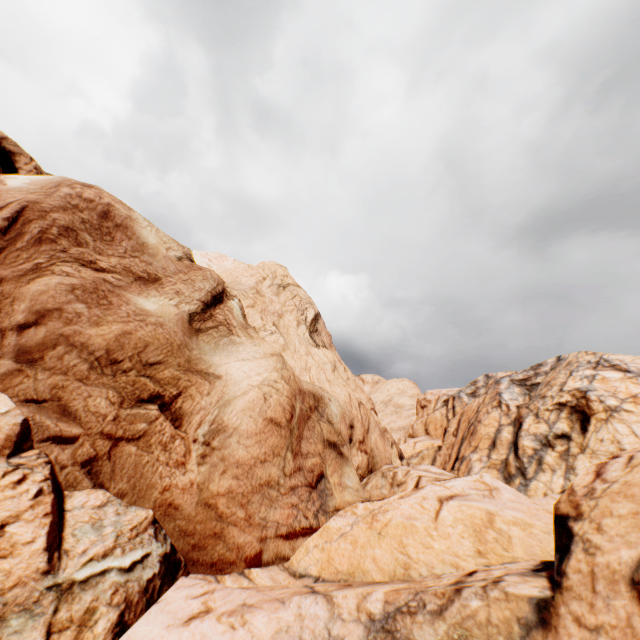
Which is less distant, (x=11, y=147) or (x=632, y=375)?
(x=632, y=375)
